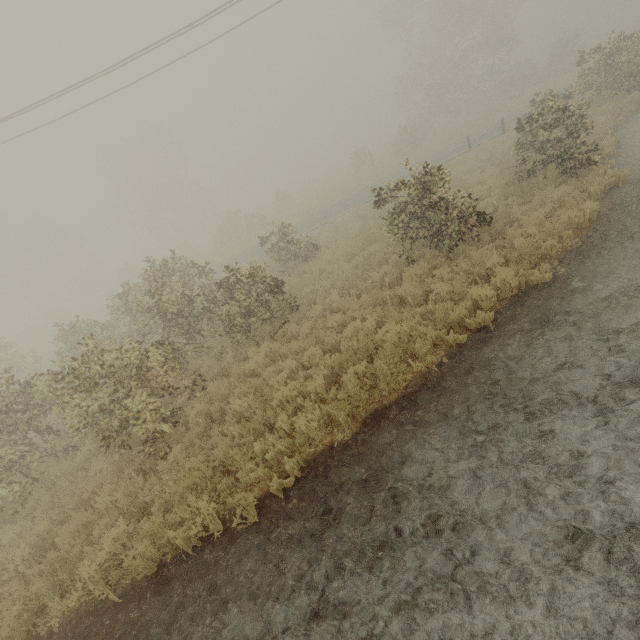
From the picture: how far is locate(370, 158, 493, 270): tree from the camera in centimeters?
877cm

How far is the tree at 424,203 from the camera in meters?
8.8

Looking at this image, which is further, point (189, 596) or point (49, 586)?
point (49, 586)

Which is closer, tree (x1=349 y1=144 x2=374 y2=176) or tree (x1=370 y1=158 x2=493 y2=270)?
tree (x1=370 y1=158 x2=493 y2=270)

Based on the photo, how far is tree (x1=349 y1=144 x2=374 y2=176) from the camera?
39.6m

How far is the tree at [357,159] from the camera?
39.59m

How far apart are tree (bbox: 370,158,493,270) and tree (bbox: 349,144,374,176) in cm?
3242
